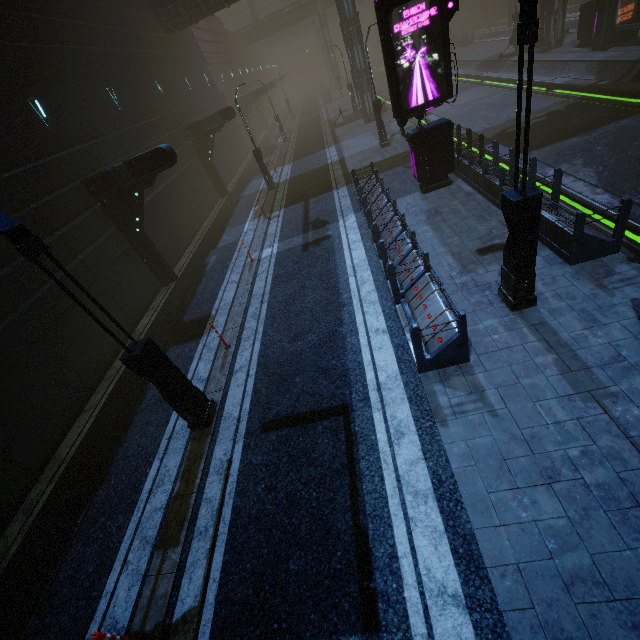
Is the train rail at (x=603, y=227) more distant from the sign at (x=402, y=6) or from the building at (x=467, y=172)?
the sign at (x=402, y=6)

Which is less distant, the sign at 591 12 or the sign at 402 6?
the sign at 402 6

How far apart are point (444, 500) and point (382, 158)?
17.86m

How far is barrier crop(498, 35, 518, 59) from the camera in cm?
2667

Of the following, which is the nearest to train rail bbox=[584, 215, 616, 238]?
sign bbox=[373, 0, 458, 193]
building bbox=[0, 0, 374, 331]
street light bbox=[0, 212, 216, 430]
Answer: building bbox=[0, 0, 374, 331]

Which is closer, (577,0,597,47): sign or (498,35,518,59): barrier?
(577,0,597,47): sign

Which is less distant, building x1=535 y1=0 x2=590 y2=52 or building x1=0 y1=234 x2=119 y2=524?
building x1=0 y1=234 x2=119 y2=524

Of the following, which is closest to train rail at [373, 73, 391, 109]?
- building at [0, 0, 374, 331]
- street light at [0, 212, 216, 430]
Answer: building at [0, 0, 374, 331]
